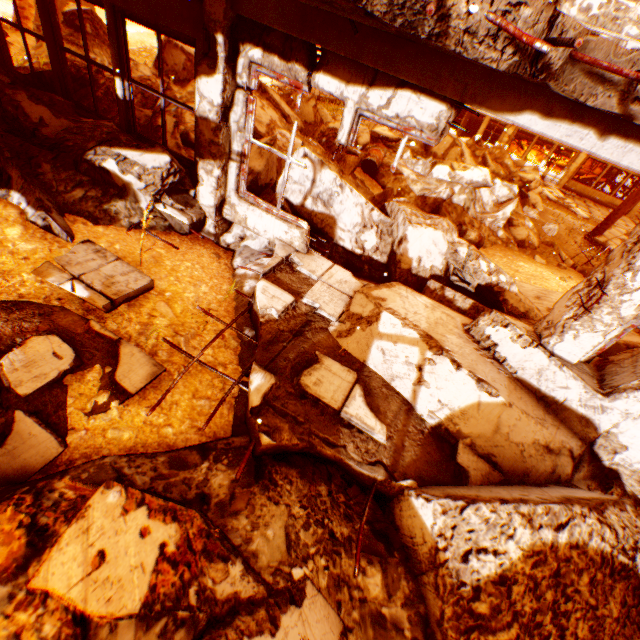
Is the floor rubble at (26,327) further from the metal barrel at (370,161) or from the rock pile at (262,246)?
the metal barrel at (370,161)

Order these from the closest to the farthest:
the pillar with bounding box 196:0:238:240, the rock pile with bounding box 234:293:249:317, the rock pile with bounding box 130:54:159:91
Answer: the pillar with bounding box 196:0:238:240 → the rock pile with bounding box 234:293:249:317 → the rock pile with bounding box 130:54:159:91

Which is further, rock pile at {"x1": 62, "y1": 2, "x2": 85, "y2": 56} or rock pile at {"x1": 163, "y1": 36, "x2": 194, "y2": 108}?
rock pile at {"x1": 163, "y1": 36, "x2": 194, "y2": 108}

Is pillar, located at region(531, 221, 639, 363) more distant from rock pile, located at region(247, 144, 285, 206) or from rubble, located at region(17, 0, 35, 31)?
rubble, located at region(17, 0, 35, 31)

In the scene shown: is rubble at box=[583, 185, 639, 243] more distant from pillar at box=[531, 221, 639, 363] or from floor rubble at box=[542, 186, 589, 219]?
pillar at box=[531, 221, 639, 363]

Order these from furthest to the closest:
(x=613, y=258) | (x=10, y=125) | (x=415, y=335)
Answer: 1. (x=10, y=125)
2. (x=415, y=335)
3. (x=613, y=258)

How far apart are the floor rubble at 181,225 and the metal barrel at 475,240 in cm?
706

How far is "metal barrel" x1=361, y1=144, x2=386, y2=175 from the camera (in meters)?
9.83
